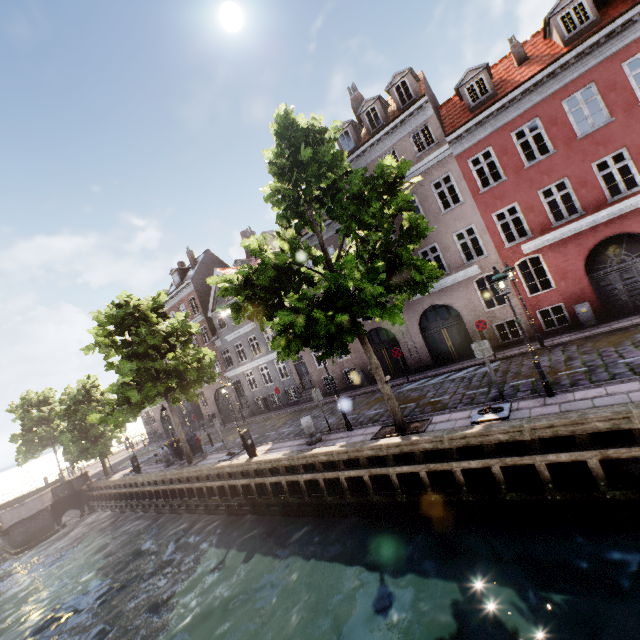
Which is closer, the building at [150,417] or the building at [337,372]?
the building at [337,372]

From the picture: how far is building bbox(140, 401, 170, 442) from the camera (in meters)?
38.53

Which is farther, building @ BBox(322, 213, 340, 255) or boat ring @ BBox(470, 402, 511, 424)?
building @ BBox(322, 213, 340, 255)

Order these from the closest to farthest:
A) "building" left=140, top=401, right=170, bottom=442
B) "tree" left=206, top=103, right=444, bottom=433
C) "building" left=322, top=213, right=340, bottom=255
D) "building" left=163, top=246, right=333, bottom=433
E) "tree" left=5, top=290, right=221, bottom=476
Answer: "tree" left=206, top=103, right=444, bottom=433
"tree" left=5, top=290, right=221, bottom=476
"building" left=322, top=213, right=340, bottom=255
"building" left=163, top=246, right=333, bottom=433
"building" left=140, top=401, right=170, bottom=442

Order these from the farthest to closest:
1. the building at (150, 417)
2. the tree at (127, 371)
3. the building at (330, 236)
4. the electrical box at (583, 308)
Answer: the building at (150, 417), the building at (330, 236), the tree at (127, 371), the electrical box at (583, 308)

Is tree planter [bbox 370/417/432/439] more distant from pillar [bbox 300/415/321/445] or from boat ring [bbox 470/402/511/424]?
pillar [bbox 300/415/321/445]

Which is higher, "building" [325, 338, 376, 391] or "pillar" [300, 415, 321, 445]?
"building" [325, 338, 376, 391]

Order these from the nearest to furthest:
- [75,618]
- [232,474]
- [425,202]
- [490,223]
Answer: [75,618]
[232,474]
[490,223]
[425,202]
